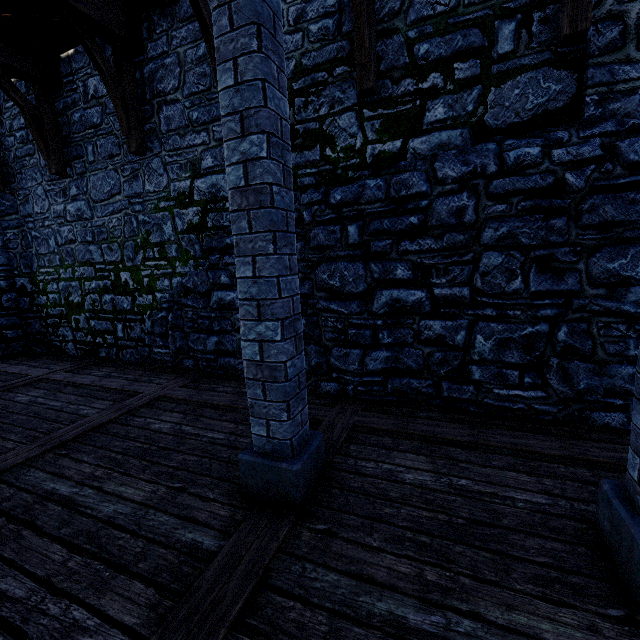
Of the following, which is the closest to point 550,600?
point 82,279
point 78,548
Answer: point 78,548

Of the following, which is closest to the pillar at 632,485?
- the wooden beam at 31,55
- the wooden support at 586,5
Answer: the wooden support at 586,5

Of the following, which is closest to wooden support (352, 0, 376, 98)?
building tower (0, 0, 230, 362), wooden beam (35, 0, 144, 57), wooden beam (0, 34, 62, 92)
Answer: building tower (0, 0, 230, 362)

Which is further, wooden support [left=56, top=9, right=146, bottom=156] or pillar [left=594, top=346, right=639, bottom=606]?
wooden support [left=56, top=9, right=146, bottom=156]

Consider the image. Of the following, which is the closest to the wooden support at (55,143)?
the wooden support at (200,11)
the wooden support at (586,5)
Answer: the wooden support at (200,11)

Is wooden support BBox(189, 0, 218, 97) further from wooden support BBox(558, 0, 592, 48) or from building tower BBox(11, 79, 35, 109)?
wooden support BBox(558, 0, 592, 48)

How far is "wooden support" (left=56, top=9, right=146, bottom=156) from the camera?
4.6m

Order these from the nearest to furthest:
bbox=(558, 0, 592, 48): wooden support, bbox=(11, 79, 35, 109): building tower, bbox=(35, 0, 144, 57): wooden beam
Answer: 1. bbox=(558, 0, 592, 48): wooden support
2. bbox=(35, 0, 144, 57): wooden beam
3. bbox=(11, 79, 35, 109): building tower
